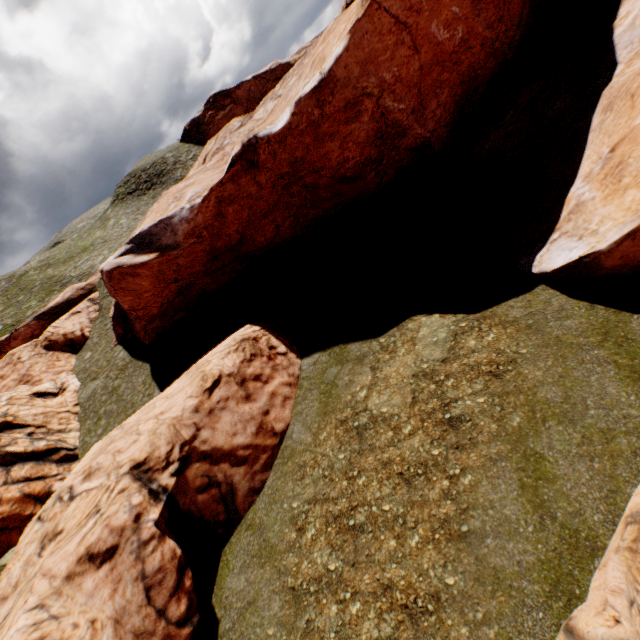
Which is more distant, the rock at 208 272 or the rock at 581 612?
the rock at 208 272

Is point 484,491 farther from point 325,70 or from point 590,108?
point 325,70

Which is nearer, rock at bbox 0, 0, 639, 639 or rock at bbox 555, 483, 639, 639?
rock at bbox 555, 483, 639, 639
